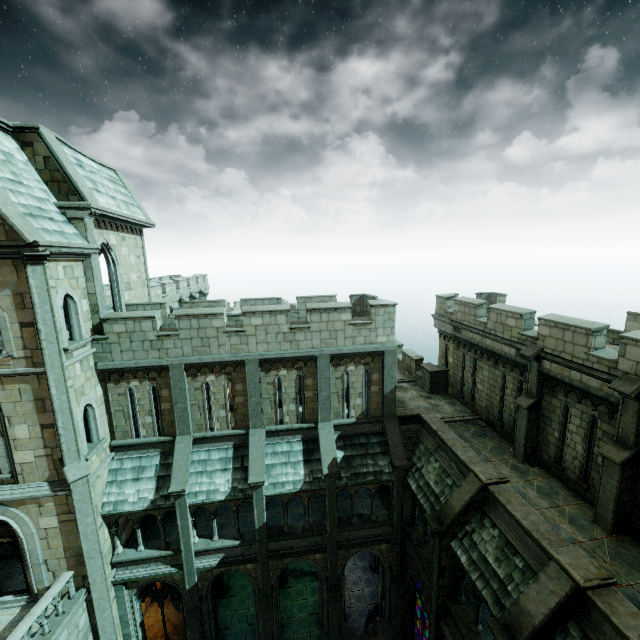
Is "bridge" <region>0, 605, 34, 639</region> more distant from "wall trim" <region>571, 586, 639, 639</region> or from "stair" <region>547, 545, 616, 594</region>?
"stair" <region>547, 545, 616, 594</region>

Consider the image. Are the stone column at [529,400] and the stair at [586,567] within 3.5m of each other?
no

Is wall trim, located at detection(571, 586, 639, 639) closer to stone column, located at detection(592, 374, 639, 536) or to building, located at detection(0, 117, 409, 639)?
building, located at detection(0, 117, 409, 639)

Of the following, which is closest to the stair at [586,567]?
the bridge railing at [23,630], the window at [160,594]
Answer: the bridge railing at [23,630]

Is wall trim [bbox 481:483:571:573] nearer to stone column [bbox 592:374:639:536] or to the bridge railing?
stone column [bbox 592:374:639:536]

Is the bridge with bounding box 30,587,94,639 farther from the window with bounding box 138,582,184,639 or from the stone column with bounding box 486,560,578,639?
the stone column with bounding box 486,560,578,639

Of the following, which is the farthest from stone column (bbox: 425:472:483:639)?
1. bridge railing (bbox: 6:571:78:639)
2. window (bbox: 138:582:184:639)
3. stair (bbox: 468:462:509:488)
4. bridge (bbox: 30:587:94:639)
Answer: bridge railing (bbox: 6:571:78:639)

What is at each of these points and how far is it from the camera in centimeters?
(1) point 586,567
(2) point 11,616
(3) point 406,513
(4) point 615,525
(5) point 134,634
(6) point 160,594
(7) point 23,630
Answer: (1) stair, 778cm
(2) bridge, 1170cm
(3) stone column, 1502cm
(4) stone column, 956cm
(5) stone column, 1463cm
(6) window, 1480cm
(7) bridge railing, 960cm
